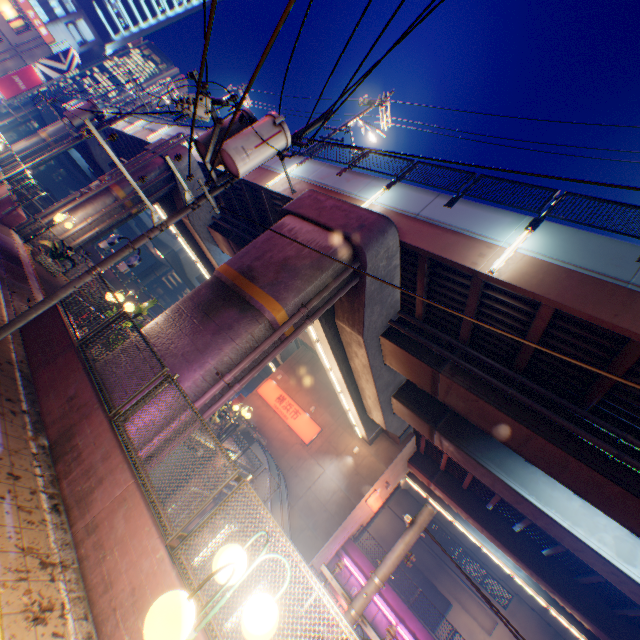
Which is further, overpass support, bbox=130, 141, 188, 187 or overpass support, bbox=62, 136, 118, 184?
overpass support, bbox=62, 136, 118, 184

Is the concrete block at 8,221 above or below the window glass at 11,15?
below

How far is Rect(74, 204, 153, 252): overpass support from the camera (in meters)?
17.16

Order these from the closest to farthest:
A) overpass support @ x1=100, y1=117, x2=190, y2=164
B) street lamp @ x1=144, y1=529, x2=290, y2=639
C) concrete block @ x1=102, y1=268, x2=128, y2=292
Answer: street lamp @ x1=144, y1=529, x2=290, y2=639 → overpass support @ x1=100, y1=117, x2=190, y2=164 → concrete block @ x1=102, y1=268, x2=128, y2=292

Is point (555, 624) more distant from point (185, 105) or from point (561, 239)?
point (185, 105)

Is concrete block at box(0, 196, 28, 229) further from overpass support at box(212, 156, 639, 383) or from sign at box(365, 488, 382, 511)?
sign at box(365, 488, 382, 511)

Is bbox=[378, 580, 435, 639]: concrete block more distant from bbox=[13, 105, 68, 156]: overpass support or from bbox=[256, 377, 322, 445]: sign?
bbox=[256, 377, 322, 445]: sign

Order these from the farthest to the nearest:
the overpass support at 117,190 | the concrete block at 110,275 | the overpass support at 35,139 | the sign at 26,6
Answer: the sign at 26,6 < the overpass support at 35,139 < the concrete block at 110,275 < the overpass support at 117,190
